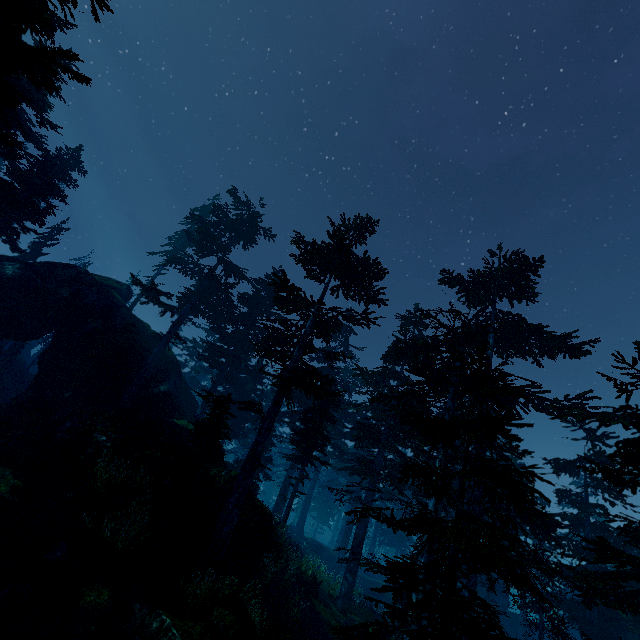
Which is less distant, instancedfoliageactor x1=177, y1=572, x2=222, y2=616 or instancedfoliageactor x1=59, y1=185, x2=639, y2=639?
instancedfoliageactor x1=59, y1=185, x2=639, y2=639

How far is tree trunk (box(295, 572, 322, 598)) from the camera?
18.32m

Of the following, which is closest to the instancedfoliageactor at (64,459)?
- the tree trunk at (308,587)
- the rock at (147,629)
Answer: the rock at (147,629)

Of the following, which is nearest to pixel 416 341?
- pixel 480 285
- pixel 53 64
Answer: pixel 480 285

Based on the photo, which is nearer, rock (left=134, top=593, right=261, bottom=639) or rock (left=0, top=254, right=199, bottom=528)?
rock (left=134, top=593, right=261, bottom=639)

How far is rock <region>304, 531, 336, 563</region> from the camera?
35.5 meters

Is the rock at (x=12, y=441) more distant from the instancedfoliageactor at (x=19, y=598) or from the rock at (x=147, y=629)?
the rock at (x=147, y=629)
